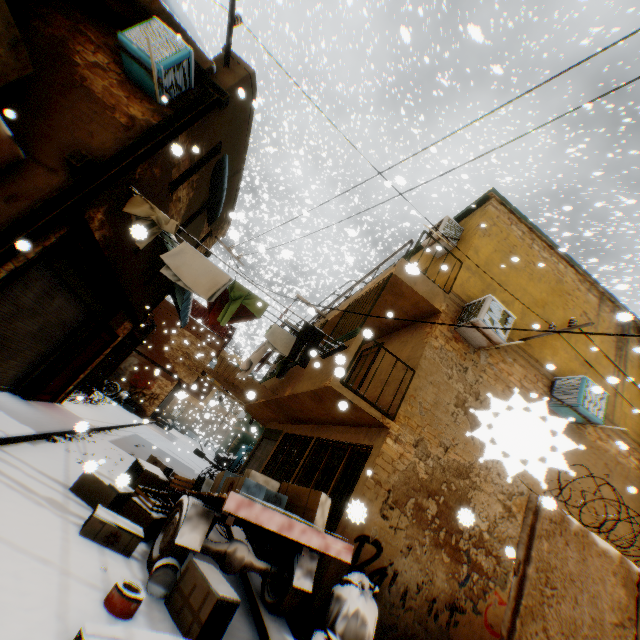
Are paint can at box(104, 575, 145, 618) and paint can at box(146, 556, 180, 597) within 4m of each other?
yes

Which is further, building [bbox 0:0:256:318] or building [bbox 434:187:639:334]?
building [bbox 434:187:639:334]

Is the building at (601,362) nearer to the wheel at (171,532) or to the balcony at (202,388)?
the balcony at (202,388)

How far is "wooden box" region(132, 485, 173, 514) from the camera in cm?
521

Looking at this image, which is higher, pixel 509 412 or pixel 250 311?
pixel 250 311

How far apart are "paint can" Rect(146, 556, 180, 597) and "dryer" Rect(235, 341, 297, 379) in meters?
4.0

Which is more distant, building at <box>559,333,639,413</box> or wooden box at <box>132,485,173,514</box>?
building at <box>559,333,639,413</box>

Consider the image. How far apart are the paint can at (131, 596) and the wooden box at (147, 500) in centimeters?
185cm
